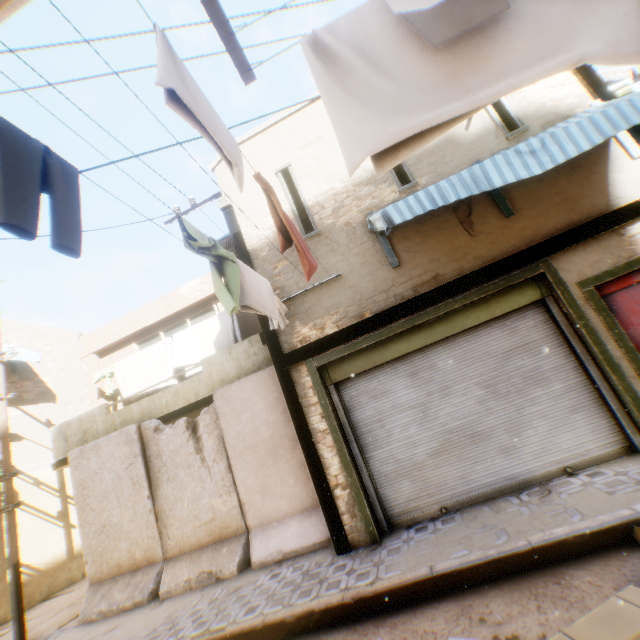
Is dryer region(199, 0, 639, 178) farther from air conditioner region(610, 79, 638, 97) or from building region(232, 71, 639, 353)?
air conditioner region(610, 79, 638, 97)

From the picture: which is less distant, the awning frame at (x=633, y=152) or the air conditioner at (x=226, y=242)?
the awning frame at (x=633, y=152)

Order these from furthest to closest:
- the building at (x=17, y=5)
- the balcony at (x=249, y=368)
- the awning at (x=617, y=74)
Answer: the balcony at (x=249, y=368) → the awning at (x=617, y=74) → the building at (x=17, y=5)

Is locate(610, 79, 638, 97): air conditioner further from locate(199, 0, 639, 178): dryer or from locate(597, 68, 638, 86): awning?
locate(199, 0, 639, 178): dryer

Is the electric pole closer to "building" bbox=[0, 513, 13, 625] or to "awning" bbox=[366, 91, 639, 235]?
"building" bbox=[0, 513, 13, 625]

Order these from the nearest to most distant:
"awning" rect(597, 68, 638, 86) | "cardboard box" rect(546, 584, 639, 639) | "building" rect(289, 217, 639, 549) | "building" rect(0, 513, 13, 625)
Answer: "cardboard box" rect(546, 584, 639, 639), "building" rect(289, 217, 639, 549), "awning" rect(597, 68, 638, 86), "building" rect(0, 513, 13, 625)

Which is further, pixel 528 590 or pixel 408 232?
pixel 408 232

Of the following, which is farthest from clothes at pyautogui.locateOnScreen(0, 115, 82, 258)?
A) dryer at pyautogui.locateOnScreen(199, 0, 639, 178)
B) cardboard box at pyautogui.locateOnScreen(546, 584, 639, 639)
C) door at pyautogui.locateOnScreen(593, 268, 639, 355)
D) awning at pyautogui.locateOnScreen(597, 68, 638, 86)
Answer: awning at pyautogui.locateOnScreen(597, 68, 638, 86)
